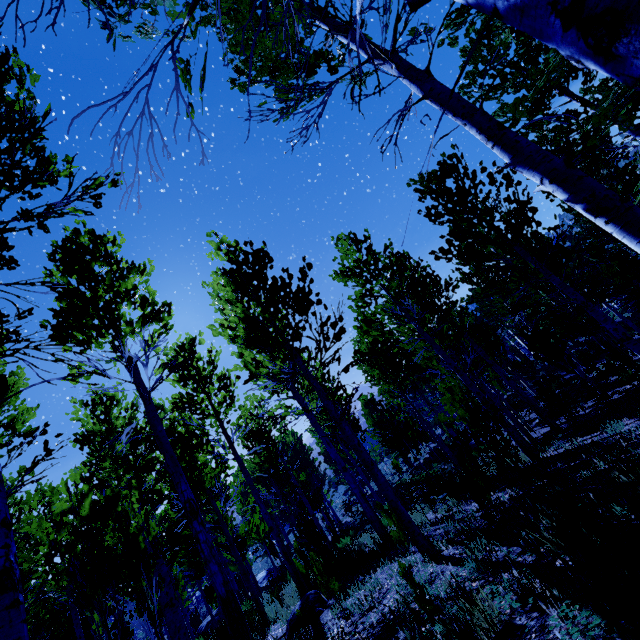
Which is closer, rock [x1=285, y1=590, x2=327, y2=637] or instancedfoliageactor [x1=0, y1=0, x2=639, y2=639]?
instancedfoliageactor [x1=0, y1=0, x2=639, y2=639]

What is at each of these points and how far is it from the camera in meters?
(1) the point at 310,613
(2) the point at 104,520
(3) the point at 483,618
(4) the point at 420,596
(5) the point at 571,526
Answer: (1) rock, 5.9
(2) instancedfoliageactor, 3.4
(3) instancedfoliageactor, 2.3
(4) instancedfoliageactor, 2.9
(5) instancedfoliageactor, 2.5

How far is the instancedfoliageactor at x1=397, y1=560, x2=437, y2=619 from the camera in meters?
2.9

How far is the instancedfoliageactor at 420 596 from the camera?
2.9m

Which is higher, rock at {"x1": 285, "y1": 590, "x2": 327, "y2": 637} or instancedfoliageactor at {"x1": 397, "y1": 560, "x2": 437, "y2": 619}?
instancedfoliageactor at {"x1": 397, "y1": 560, "x2": 437, "y2": 619}

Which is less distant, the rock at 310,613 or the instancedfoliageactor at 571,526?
the instancedfoliageactor at 571,526

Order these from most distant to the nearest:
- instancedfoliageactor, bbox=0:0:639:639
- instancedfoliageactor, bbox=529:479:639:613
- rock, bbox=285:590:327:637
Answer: rock, bbox=285:590:327:637, instancedfoliageactor, bbox=0:0:639:639, instancedfoliageactor, bbox=529:479:639:613
